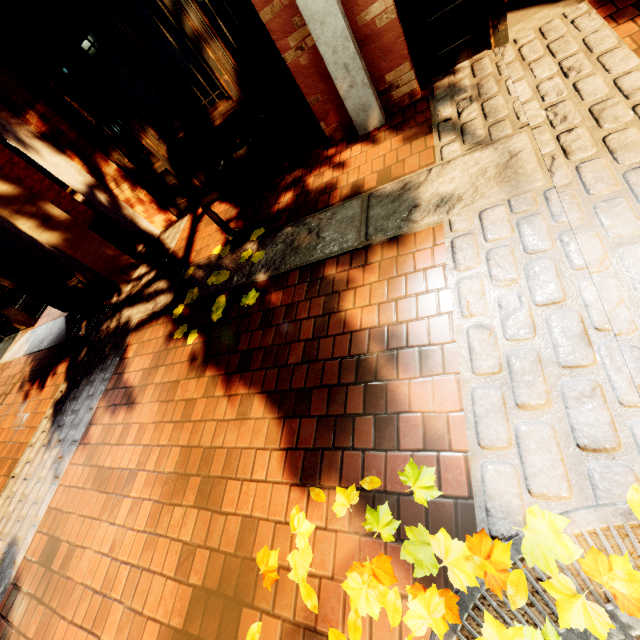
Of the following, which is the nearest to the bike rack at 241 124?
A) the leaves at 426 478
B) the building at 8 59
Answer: the building at 8 59

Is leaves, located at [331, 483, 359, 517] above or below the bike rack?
below

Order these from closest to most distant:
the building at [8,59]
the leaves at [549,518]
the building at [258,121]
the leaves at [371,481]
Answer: the leaves at [549,518], the leaves at [371,481], the building at [8,59], the building at [258,121]

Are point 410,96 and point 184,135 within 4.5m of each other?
yes

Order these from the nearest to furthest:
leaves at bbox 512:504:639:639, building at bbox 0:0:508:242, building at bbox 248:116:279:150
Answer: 1. leaves at bbox 512:504:639:639
2. building at bbox 0:0:508:242
3. building at bbox 248:116:279:150

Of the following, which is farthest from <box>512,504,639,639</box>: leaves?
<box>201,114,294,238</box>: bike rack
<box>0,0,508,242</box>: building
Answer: <box>0,0,508,242</box>: building

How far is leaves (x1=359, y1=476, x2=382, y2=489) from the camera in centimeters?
157cm
